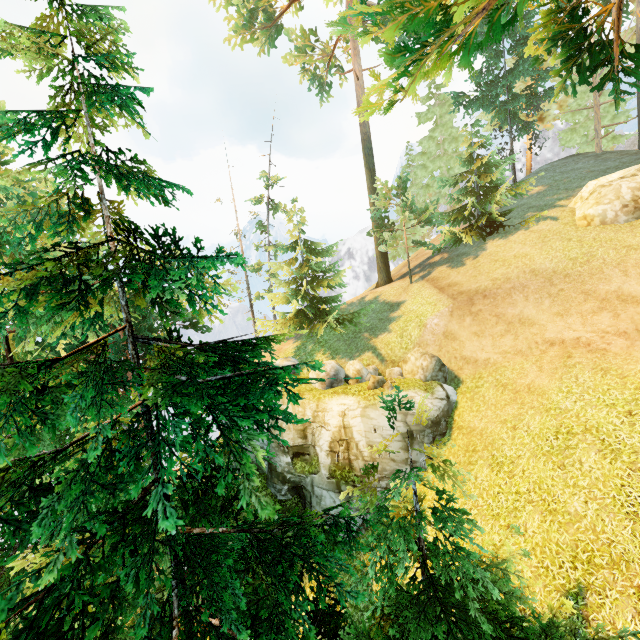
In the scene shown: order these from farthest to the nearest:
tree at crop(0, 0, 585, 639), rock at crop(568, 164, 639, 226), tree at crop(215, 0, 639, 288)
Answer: rock at crop(568, 164, 639, 226)
tree at crop(215, 0, 639, 288)
tree at crop(0, 0, 585, 639)

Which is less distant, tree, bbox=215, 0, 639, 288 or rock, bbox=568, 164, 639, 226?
tree, bbox=215, 0, 639, 288

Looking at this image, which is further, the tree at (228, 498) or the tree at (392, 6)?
the tree at (392, 6)

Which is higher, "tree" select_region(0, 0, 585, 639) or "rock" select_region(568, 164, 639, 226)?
"rock" select_region(568, 164, 639, 226)

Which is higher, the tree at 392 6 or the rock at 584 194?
the tree at 392 6

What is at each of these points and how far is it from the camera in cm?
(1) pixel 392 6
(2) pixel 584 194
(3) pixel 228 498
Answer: (1) tree, 527
(2) rock, 1856
(3) tree, 521

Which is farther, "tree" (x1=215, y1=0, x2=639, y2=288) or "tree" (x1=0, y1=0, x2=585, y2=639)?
"tree" (x1=215, y1=0, x2=639, y2=288)
